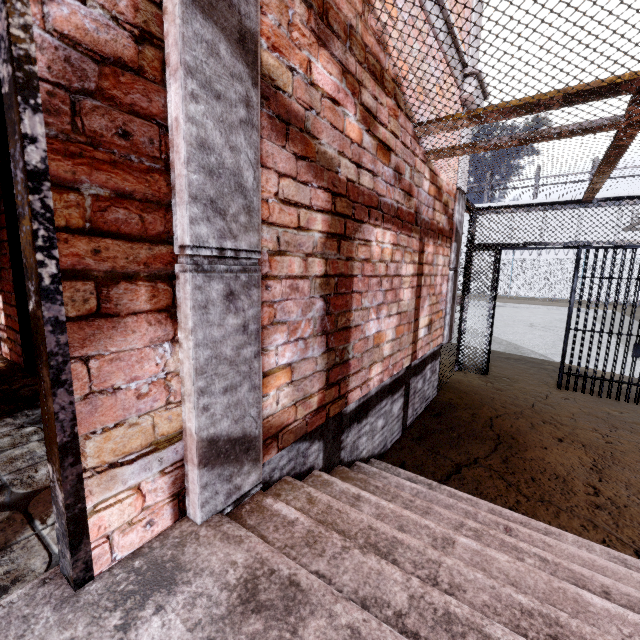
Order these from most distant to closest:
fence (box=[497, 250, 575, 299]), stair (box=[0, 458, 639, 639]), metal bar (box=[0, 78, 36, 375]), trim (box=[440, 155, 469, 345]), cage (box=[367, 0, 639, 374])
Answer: fence (box=[497, 250, 575, 299])
trim (box=[440, 155, 469, 345])
metal bar (box=[0, 78, 36, 375])
cage (box=[367, 0, 639, 374])
stair (box=[0, 458, 639, 639])

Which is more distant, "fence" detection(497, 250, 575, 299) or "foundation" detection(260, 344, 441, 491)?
"fence" detection(497, 250, 575, 299)

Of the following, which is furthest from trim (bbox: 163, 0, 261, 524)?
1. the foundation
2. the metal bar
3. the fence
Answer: the fence

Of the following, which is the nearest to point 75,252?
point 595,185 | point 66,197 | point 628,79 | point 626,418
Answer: point 66,197

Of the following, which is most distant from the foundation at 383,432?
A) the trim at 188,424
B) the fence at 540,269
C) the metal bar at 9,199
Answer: the fence at 540,269

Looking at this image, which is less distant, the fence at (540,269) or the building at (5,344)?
the building at (5,344)

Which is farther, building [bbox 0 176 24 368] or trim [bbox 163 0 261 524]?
building [bbox 0 176 24 368]

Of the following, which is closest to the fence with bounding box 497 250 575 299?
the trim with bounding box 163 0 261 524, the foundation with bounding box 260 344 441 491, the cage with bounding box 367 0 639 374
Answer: the cage with bounding box 367 0 639 374
